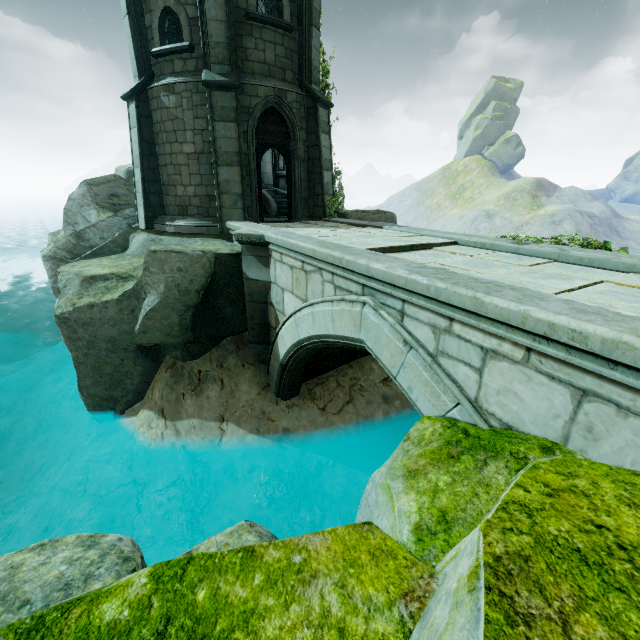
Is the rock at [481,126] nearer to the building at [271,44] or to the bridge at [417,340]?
the building at [271,44]

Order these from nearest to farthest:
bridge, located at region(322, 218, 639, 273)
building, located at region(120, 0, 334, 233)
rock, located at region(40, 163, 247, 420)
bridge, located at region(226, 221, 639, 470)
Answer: bridge, located at region(226, 221, 639, 470)
bridge, located at region(322, 218, 639, 273)
rock, located at region(40, 163, 247, 420)
building, located at region(120, 0, 334, 233)

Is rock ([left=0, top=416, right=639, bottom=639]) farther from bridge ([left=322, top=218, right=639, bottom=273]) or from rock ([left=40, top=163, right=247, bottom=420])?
rock ([left=40, top=163, right=247, bottom=420])

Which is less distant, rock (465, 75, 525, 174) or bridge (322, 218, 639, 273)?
bridge (322, 218, 639, 273)

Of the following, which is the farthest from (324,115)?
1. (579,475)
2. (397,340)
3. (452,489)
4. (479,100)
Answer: (479,100)

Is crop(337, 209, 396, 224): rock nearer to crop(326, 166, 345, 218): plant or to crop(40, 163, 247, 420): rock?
crop(326, 166, 345, 218): plant

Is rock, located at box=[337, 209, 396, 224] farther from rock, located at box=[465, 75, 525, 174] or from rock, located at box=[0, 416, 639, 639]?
rock, located at box=[465, 75, 525, 174]

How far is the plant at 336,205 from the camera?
11.4 meters
